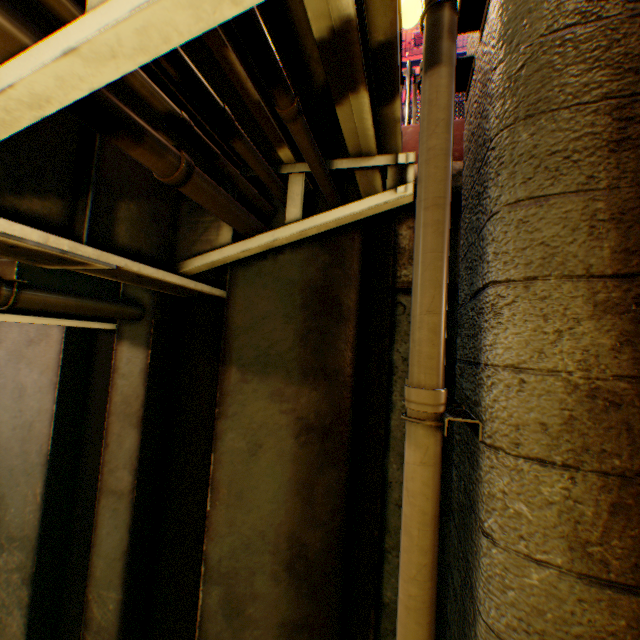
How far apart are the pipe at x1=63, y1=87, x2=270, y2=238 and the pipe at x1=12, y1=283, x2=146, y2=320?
1.5m

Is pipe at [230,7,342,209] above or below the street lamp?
below

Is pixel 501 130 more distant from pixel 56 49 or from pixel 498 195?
pixel 56 49

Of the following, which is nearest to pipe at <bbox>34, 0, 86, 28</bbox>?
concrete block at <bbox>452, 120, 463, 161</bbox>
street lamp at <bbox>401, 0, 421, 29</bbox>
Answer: street lamp at <bbox>401, 0, 421, 29</bbox>

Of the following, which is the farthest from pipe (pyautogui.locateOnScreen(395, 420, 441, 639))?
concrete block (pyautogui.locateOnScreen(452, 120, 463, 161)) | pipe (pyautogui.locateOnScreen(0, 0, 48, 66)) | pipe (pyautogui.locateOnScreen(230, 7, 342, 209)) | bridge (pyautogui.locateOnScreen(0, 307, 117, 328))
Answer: bridge (pyautogui.locateOnScreen(0, 307, 117, 328))

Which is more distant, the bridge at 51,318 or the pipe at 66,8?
the bridge at 51,318

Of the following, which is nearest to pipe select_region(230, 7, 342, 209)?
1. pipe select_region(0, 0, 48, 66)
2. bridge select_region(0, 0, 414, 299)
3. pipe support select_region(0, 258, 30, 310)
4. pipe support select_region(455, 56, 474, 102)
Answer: bridge select_region(0, 0, 414, 299)

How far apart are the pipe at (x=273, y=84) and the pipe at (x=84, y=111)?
0.6 meters
